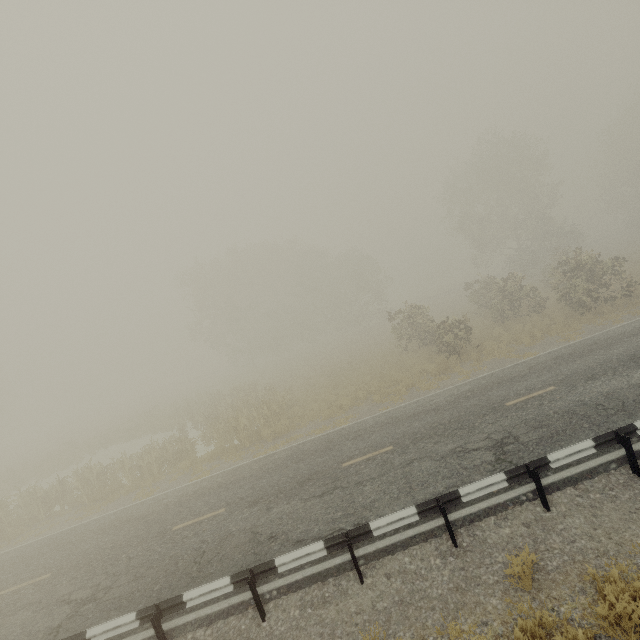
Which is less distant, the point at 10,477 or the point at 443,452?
the point at 443,452

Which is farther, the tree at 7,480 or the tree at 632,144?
the tree at 632,144

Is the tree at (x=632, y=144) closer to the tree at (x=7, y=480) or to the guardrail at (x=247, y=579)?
the tree at (x=7, y=480)

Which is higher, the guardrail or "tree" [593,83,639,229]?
"tree" [593,83,639,229]

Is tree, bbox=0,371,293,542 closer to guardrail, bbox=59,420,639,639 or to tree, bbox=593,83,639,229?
guardrail, bbox=59,420,639,639

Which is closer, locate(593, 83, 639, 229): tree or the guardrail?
the guardrail

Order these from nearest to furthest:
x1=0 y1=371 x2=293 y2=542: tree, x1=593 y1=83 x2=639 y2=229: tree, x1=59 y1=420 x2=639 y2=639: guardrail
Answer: x1=59 y1=420 x2=639 y2=639: guardrail
x1=0 y1=371 x2=293 y2=542: tree
x1=593 y1=83 x2=639 y2=229: tree
